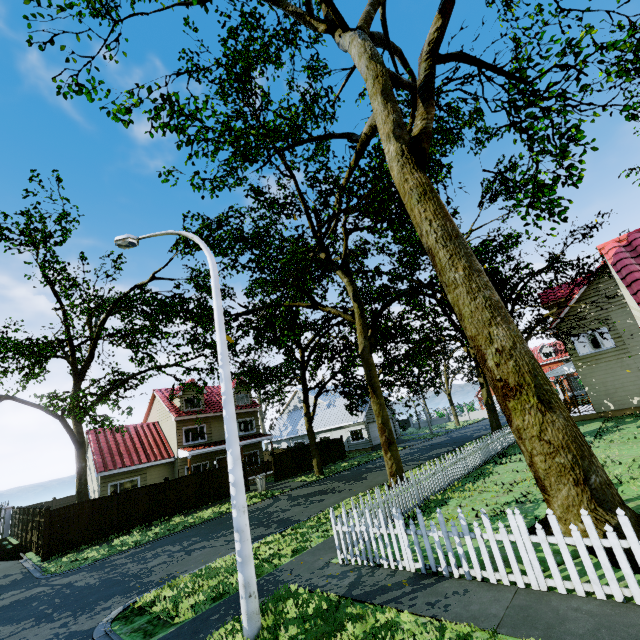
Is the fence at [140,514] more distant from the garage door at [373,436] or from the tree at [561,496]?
the garage door at [373,436]

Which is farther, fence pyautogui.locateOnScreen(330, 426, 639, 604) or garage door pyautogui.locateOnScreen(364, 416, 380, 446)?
garage door pyautogui.locateOnScreen(364, 416, 380, 446)

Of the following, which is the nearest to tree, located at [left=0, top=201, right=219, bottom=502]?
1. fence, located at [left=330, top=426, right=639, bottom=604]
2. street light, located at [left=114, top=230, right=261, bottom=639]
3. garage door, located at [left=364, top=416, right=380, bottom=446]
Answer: fence, located at [left=330, top=426, right=639, bottom=604]

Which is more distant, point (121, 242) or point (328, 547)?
point (328, 547)

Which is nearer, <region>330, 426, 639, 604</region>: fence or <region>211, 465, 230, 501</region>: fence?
<region>330, 426, 639, 604</region>: fence

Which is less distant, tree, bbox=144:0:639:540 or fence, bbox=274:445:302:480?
tree, bbox=144:0:639:540
